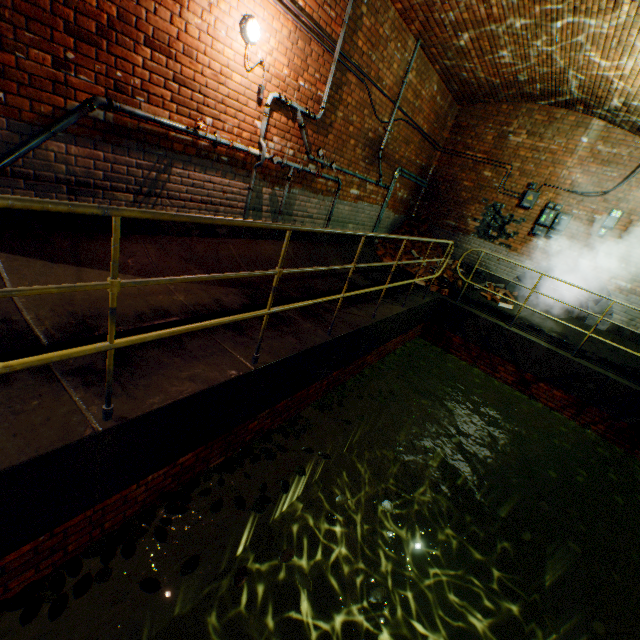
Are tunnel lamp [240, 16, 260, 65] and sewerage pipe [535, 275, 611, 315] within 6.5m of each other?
no

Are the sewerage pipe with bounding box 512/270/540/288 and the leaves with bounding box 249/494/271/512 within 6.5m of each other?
no

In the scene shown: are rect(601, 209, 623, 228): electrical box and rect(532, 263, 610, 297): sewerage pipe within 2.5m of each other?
yes

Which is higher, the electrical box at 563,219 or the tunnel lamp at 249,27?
the tunnel lamp at 249,27

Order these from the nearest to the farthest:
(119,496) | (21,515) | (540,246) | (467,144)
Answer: (21,515)
(119,496)
(540,246)
(467,144)

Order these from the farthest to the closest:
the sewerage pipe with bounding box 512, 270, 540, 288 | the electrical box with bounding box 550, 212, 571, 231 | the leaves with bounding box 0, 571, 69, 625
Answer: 1. the sewerage pipe with bounding box 512, 270, 540, 288
2. the electrical box with bounding box 550, 212, 571, 231
3. the leaves with bounding box 0, 571, 69, 625

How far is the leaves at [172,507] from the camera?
2.81m

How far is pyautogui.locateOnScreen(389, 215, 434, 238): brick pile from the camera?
9.52m
